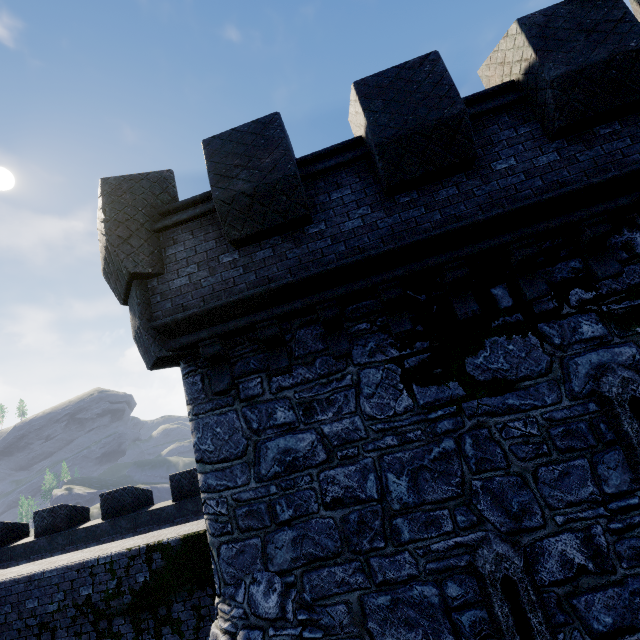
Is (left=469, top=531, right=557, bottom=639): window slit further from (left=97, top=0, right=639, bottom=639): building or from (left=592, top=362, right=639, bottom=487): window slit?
(left=592, top=362, right=639, bottom=487): window slit

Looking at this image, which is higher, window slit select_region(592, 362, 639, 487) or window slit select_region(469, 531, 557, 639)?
window slit select_region(592, 362, 639, 487)

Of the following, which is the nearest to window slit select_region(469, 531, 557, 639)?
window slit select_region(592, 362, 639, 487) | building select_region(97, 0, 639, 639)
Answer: building select_region(97, 0, 639, 639)

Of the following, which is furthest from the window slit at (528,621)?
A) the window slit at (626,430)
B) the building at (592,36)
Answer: the window slit at (626,430)

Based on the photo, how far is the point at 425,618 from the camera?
4.21m
